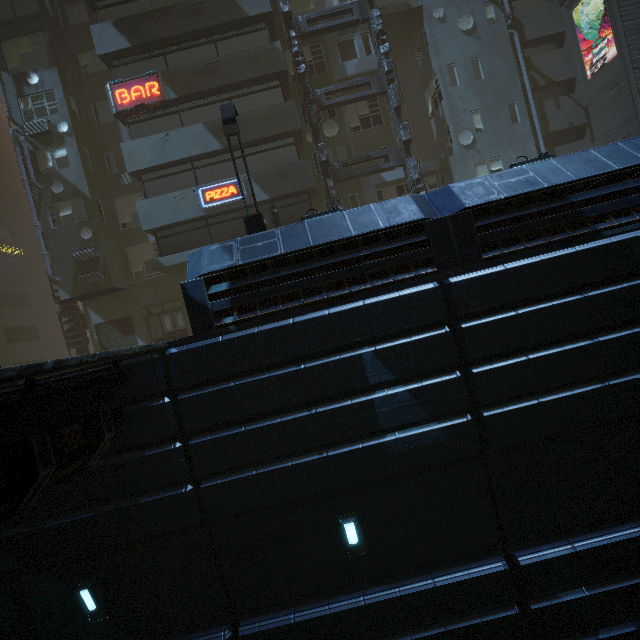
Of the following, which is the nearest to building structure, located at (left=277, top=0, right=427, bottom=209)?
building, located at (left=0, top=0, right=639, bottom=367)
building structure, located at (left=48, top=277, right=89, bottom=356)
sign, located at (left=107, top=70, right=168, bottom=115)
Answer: building, located at (left=0, top=0, right=639, bottom=367)

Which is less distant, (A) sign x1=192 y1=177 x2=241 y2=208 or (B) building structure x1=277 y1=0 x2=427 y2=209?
(A) sign x1=192 y1=177 x2=241 y2=208

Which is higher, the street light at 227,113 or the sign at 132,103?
the sign at 132,103

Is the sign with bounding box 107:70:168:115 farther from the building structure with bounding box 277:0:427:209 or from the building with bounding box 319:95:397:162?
the building structure with bounding box 277:0:427:209

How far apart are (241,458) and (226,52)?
19.4m

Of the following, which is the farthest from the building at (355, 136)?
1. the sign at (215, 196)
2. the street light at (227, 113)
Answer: the street light at (227, 113)

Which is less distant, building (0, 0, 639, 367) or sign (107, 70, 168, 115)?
building (0, 0, 639, 367)

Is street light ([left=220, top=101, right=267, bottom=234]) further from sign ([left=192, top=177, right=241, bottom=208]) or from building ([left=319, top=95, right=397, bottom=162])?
sign ([left=192, top=177, right=241, bottom=208])
